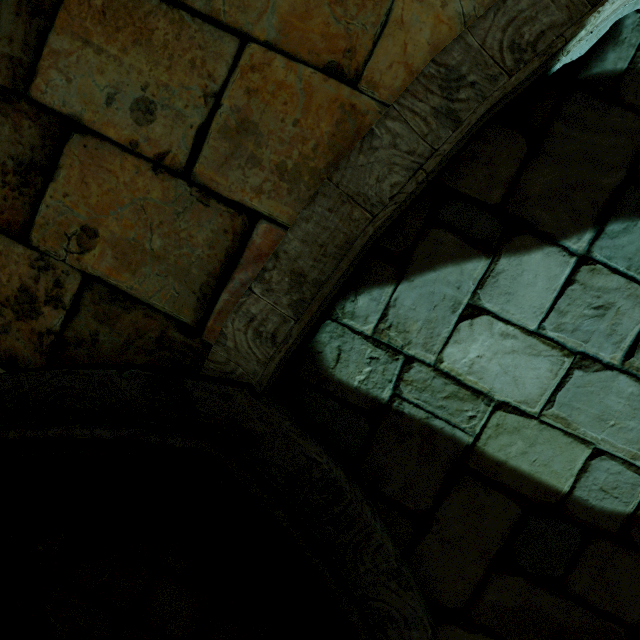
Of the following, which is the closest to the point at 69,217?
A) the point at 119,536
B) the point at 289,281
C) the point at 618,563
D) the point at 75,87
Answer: the point at 75,87
